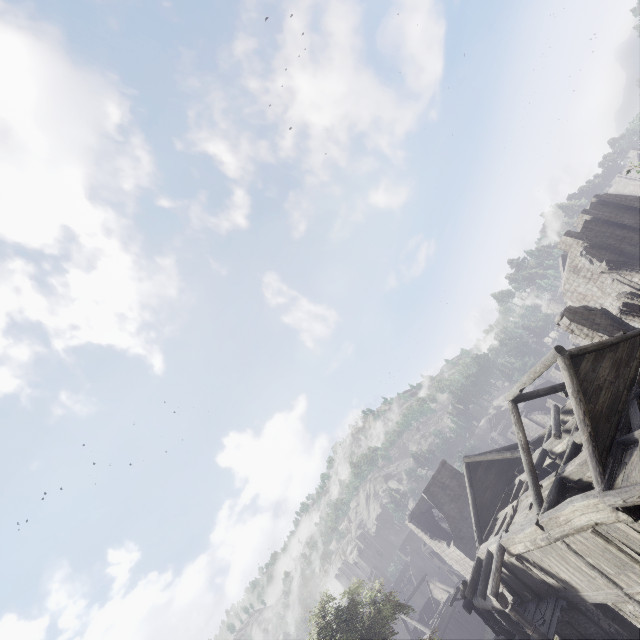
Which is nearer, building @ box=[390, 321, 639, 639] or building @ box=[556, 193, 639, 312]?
building @ box=[390, 321, 639, 639]

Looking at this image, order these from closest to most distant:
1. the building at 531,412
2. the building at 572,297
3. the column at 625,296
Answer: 1. the building at 531,412
2. the column at 625,296
3. the building at 572,297

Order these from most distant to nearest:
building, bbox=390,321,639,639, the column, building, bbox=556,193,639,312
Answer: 1. building, bbox=556,193,639,312
2. the column
3. building, bbox=390,321,639,639

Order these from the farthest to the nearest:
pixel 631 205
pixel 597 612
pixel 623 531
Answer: pixel 631 205
pixel 597 612
pixel 623 531

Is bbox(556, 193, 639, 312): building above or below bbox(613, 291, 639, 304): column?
above

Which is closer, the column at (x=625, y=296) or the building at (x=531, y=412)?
the building at (x=531, y=412)

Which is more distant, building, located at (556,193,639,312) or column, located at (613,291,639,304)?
building, located at (556,193,639,312)
